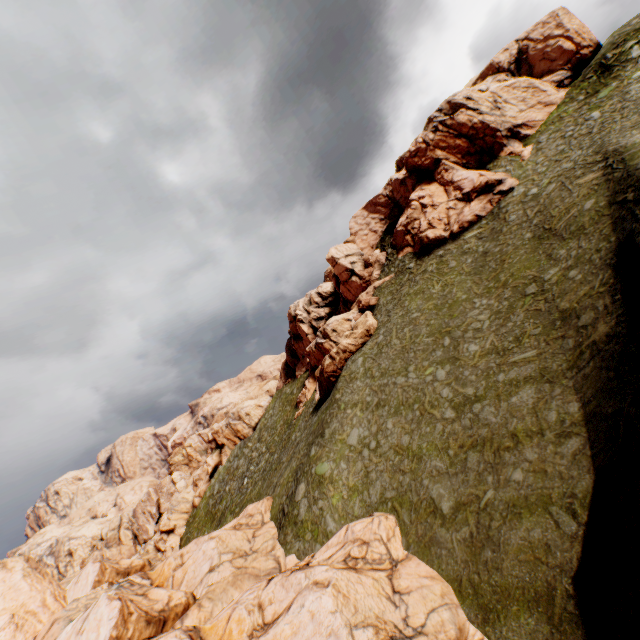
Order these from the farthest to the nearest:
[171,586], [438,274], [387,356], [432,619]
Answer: [438,274] → [387,356] → [171,586] → [432,619]

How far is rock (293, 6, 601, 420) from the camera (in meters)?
36.91

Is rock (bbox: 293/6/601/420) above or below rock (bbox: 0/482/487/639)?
above

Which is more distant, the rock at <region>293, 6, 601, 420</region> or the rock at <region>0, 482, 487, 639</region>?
the rock at <region>293, 6, 601, 420</region>

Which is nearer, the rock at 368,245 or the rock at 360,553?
the rock at 360,553

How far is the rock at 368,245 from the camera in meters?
36.9
